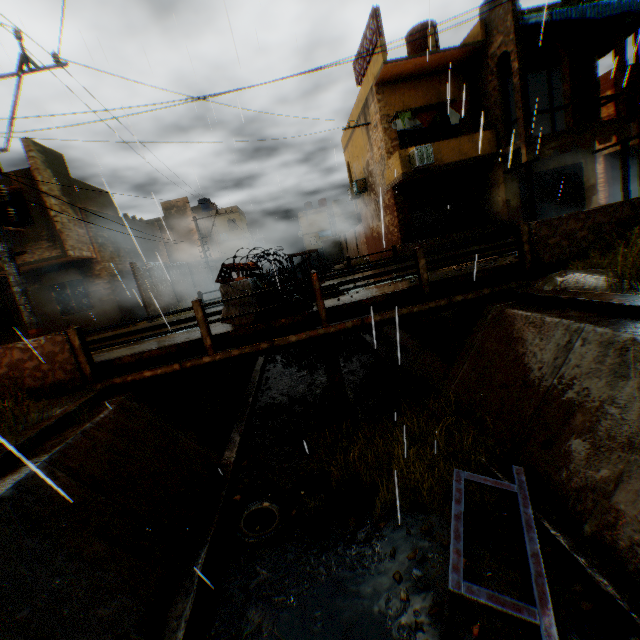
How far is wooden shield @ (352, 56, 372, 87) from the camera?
16.1 meters

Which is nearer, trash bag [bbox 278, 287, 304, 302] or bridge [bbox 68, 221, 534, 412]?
bridge [bbox 68, 221, 534, 412]

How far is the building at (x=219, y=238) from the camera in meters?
32.4 m

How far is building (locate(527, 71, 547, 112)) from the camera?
17.2m

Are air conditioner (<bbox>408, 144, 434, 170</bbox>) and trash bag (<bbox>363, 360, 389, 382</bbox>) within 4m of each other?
no

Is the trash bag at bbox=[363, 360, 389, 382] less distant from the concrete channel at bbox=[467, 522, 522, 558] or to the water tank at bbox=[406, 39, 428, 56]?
the concrete channel at bbox=[467, 522, 522, 558]

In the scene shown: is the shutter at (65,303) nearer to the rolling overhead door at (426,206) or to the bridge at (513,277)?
the bridge at (513,277)

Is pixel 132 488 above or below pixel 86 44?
below
